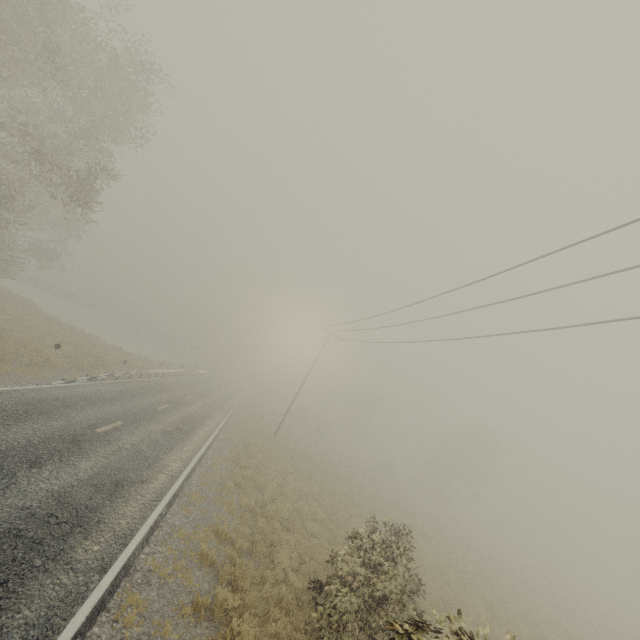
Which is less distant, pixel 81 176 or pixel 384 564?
pixel 384 564
